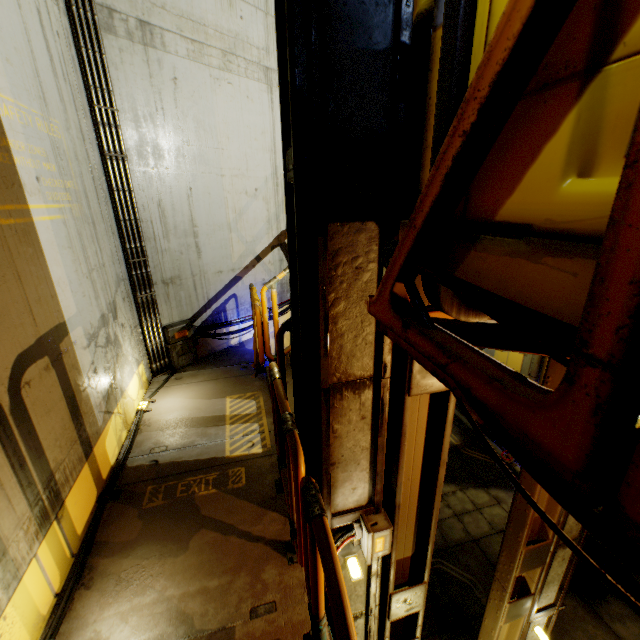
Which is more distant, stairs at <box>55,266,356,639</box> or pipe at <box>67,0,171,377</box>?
pipe at <box>67,0,171,377</box>

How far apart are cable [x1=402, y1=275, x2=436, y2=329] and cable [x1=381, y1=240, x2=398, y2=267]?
0.1 meters

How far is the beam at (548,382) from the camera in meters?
3.1

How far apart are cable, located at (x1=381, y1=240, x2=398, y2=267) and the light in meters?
3.0 m

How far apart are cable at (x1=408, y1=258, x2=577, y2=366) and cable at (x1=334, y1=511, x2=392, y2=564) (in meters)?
2.36

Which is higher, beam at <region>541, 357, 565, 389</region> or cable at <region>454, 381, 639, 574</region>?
cable at <region>454, 381, 639, 574</region>

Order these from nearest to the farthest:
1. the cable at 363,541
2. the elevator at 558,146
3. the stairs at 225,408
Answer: the elevator at 558,146, the stairs at 225,408, the cable at 363,541

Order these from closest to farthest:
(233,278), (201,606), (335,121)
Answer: (335,121) → (201,606) → (233,278)
